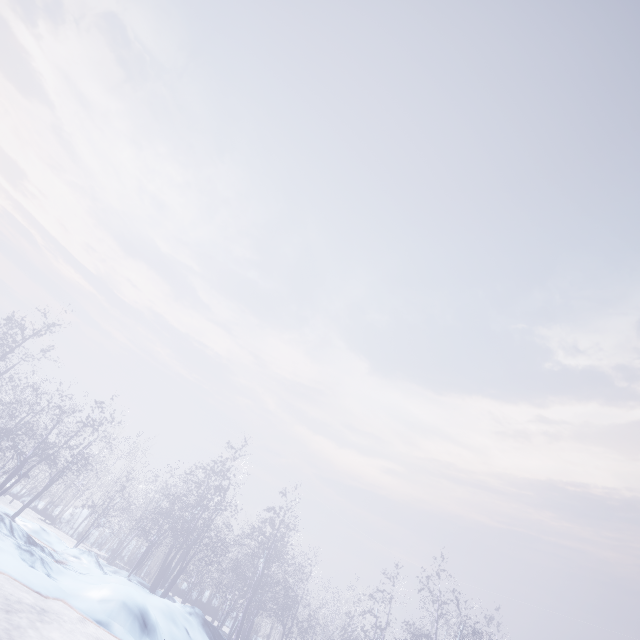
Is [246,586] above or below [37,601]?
above
